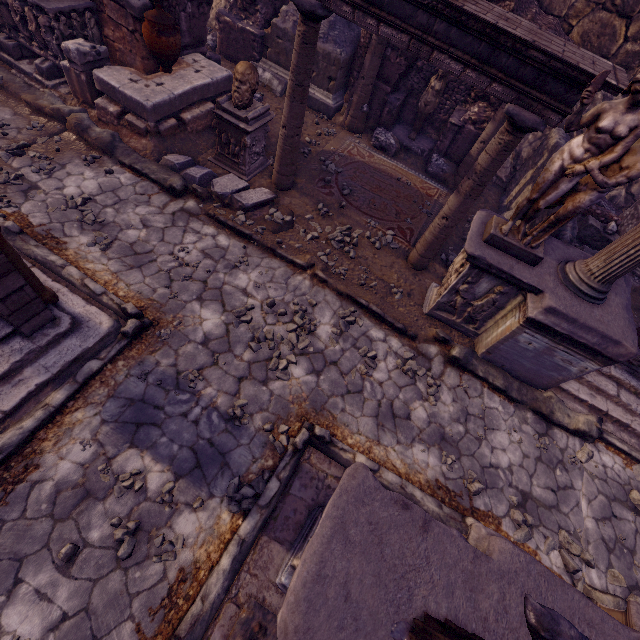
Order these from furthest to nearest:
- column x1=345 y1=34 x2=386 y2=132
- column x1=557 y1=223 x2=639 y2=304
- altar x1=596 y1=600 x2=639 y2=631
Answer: column x1=345 y1=34 x2=386 y2=132, column x1=557 y1=223 x2=639 y2=304, altar x1=596 y1=600 x2=639 y2=631

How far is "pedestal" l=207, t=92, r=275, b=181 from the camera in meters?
5.9

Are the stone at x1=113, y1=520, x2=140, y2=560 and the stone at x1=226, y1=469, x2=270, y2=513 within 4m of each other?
yes

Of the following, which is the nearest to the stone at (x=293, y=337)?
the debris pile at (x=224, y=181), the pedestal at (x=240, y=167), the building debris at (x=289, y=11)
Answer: the debris pile at (x=224, y=181)

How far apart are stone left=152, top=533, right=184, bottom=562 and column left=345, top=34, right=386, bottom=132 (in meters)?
9.52

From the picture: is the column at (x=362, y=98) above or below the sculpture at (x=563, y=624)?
below

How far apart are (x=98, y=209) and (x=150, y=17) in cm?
364

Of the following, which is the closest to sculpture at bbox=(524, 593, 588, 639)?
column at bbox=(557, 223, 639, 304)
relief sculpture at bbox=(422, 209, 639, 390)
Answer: relief sculpture at bbox=(422, 209, 639, 390)
